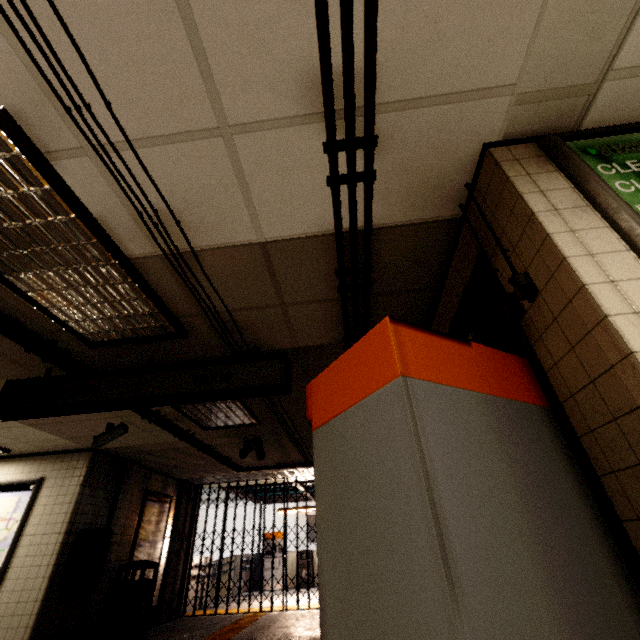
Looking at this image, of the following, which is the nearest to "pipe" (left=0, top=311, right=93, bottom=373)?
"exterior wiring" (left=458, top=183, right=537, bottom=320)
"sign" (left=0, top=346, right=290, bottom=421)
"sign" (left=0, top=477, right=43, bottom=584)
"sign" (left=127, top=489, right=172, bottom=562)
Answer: "sign" (left=0, top=346, right=290, bottom=421)

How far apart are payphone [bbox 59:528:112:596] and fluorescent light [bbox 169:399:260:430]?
2.64m

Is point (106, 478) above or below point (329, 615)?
above

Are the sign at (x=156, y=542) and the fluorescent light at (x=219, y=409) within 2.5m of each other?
no

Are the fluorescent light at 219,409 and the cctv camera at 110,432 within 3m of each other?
yes

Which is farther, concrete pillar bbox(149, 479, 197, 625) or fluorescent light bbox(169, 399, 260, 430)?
concrete pillar bbox(149, 479, 197, 625)

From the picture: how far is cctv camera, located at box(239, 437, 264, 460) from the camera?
5.97m

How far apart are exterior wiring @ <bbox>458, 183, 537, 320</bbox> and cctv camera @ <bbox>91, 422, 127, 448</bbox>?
5.56m
